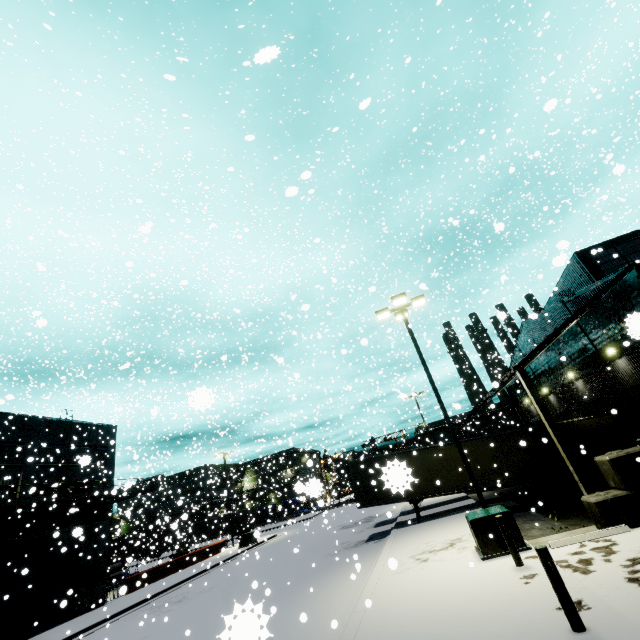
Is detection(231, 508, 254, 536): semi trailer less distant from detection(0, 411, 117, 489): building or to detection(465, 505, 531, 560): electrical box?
detection(0, 411, 117, 489): building

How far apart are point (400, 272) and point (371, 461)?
16.93m

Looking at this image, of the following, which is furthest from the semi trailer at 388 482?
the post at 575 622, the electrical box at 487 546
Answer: the post at 575 622

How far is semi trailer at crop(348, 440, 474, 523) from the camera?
1.5m

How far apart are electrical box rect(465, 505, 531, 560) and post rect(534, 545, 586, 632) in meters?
4.7

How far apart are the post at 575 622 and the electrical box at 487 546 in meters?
4.7

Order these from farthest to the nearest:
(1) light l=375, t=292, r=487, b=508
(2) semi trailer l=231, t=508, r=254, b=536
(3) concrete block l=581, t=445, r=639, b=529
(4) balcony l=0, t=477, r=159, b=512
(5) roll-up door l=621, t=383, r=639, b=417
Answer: (2) semi trailer l=231, t=508, r=254, b=536, (4) balcony l=0, t=477, r=159, b=512, (5) roll-up door l=621, t=383, r=639, b=417, (1) light l=375, t=292, r=487, b=508, (3) concrete block l=581, t=445, r=639, b=529
